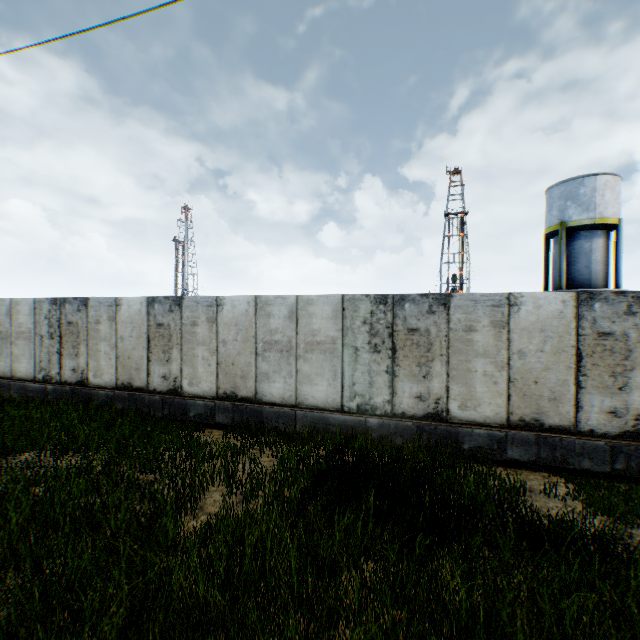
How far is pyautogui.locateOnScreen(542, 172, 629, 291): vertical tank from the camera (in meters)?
20.75

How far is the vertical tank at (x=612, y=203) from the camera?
20.8m

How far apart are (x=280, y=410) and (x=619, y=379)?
7.42m
